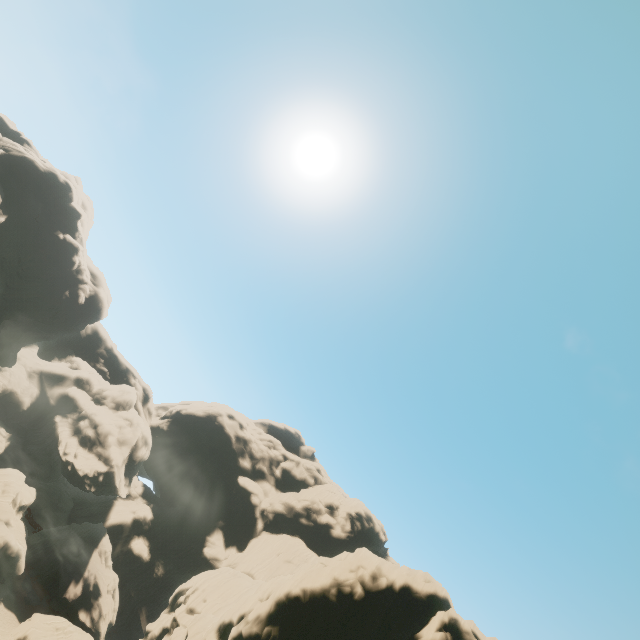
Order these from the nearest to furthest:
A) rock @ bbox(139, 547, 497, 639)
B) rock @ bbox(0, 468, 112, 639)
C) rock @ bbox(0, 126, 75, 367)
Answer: rock @ bbox(139, 547, 497, 639) < rock @ bbox(0, 468, 112, 639) < rock @ bbox(0, 126, 75, 367)

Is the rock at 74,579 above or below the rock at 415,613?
below

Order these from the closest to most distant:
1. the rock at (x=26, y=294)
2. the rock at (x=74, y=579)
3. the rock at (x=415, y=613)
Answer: the rock at (x=415, y=613) → the rock at (x=74, y=579) → the rock at (x=26, y=294)

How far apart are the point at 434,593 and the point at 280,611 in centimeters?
1370cm

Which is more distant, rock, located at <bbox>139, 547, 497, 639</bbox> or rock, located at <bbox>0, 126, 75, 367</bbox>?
rock, located at <bbox>0, 126, 75, 367</bbox>

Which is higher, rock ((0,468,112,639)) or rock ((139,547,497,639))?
rock ((139,547,497,639))
